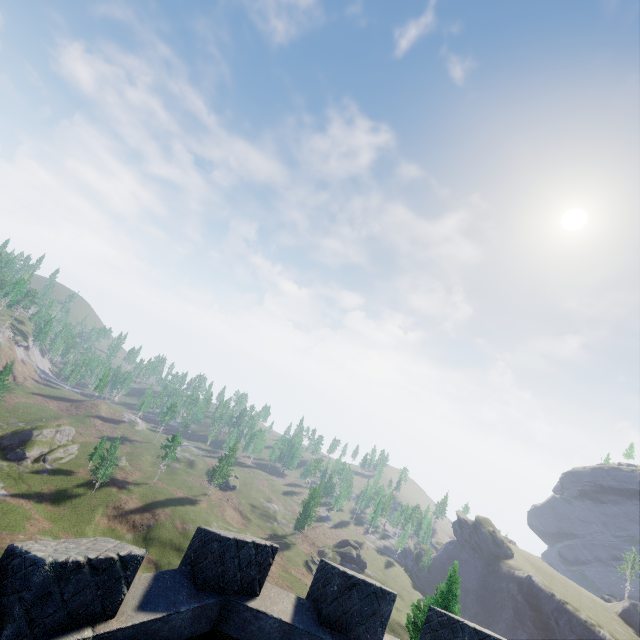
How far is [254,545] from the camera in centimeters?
635cm
